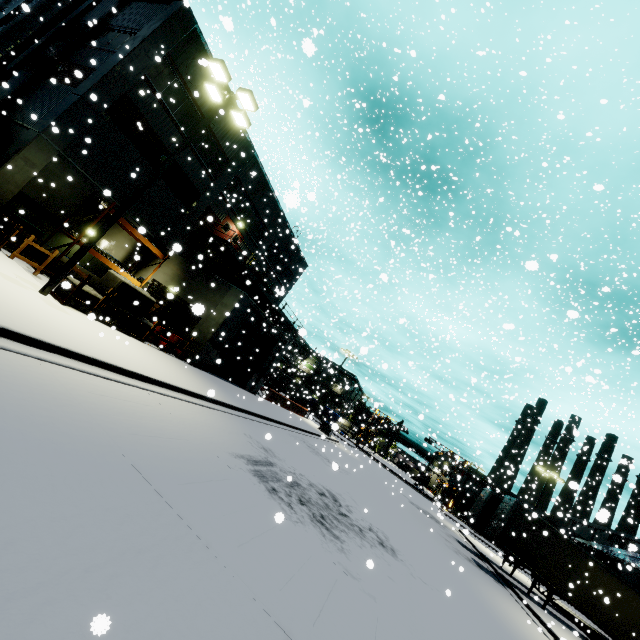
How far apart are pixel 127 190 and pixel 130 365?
14.0 meters

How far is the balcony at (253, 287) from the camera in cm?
2292

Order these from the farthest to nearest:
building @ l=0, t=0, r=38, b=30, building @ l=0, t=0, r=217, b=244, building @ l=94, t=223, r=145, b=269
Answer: building @ l=0, t=0, r=38, b=30 → building @ l=94, t=223, r=145, b=269 → building @ l=0, t=0, r=217, b=244

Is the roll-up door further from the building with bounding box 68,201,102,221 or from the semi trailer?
the semi trailer

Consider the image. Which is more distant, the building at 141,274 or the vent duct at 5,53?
the building at 141,274

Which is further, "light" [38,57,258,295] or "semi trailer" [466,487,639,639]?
"semi trailer" [466,487,639,639]

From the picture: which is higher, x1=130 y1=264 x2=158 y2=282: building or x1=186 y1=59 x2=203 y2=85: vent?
x1=186 y1=59 x2=203 y2=85: vent

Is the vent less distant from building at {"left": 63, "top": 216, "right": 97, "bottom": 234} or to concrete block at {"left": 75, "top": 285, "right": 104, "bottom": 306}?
building at {"left": 63, "top": 216, "right": 97, "bottom": 234}
